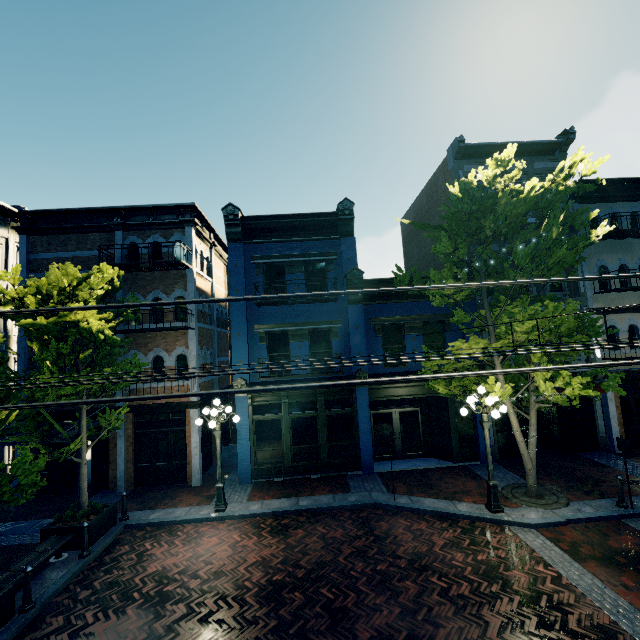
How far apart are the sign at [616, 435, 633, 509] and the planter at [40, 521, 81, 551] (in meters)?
15.45

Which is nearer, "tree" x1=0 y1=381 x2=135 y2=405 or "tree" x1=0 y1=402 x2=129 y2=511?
"tree" x1=0 y1=402 x2=129 y2=511

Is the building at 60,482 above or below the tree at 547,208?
below

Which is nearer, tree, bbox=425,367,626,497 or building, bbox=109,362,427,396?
tree, bbox=425,367,626,497

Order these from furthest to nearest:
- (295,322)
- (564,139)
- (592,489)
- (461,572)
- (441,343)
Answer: (564,139) < (441,343) < (295,322) < (592,489) < (461,572)

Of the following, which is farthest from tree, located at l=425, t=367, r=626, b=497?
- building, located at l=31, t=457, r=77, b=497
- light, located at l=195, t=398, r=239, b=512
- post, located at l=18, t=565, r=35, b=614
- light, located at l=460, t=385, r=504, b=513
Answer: building, located at l=31, t=457, r=77, b=497

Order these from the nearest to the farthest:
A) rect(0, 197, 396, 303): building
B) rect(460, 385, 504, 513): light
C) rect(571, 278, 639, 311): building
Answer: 1. rect(460, 385, 504, 513): light
2. rect(0, 197, 396, 303): building
3. rect(571, 278, 639, 311): building

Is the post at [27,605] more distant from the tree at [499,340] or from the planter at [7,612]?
the tree at [499,340]
